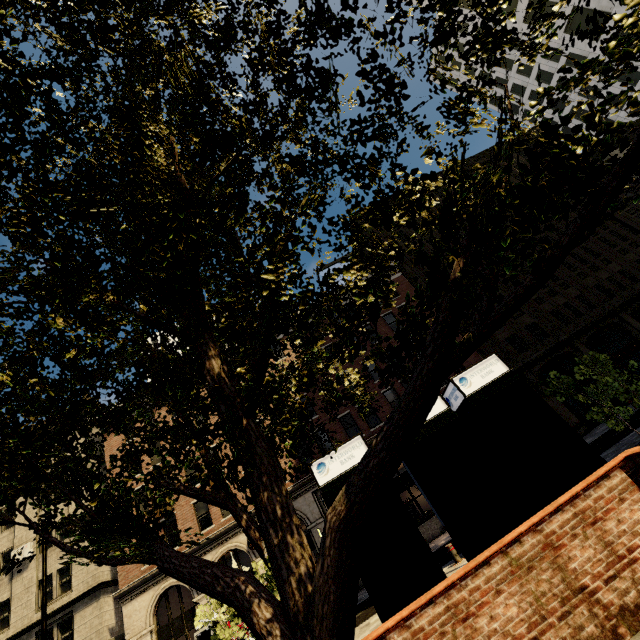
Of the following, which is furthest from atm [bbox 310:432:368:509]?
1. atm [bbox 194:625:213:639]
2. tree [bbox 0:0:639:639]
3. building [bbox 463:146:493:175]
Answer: atm [bbox 194:625:213:639]

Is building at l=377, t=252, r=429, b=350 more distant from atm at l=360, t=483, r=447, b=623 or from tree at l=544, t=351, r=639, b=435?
atm at l=360, t=483, r=447, b=623

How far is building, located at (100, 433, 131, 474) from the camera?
25.5m

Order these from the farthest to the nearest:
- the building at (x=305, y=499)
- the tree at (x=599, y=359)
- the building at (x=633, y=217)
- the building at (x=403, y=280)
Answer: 1. the building at (x=633, y=217)
2. the building at (x=403, y=280)
3. the building at (x=305, y=499)
4. the tree at (x=599, y=359)

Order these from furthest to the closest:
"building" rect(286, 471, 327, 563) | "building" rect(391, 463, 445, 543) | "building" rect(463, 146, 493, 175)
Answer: "building" rect(463, 146, 493, 175)
"building" rect(286, 471, 327, 563)
"building" rect(391, 463, 445, 543)

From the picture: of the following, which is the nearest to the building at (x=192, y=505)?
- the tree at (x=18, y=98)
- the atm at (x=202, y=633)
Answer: the atm at (x=202, y=633)

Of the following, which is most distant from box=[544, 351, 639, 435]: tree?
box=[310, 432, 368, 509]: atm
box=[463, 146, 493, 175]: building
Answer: box=[463, 146, 493, 175]: building

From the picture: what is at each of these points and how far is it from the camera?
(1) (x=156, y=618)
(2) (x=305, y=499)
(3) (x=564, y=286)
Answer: (1) building, 19.9m
(2) building, 22.0m
(3) building, 28.5m
